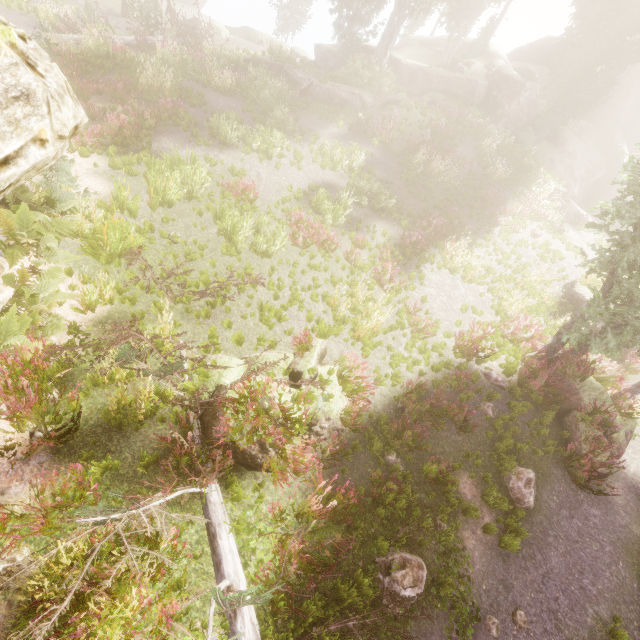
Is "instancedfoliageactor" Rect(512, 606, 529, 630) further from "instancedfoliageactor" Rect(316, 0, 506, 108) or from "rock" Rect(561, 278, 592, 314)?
"rock" Rect(561, 278, 592, 314)

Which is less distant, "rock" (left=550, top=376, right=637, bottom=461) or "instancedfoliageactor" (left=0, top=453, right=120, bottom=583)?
"instancedfoliageactor" (left=0, top=453, right=120, bottom=583)

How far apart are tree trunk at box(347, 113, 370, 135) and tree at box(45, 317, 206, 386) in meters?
18.0 m

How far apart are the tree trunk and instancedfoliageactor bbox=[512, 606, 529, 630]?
21.4 meters

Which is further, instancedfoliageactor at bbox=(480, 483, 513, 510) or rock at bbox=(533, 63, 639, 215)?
rock at bbox=(533, 63, 639, 215)

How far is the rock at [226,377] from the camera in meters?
6.4

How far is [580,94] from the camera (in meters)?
25.77

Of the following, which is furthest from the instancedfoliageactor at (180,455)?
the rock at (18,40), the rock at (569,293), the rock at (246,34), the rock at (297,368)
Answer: the rock at (246,34)
